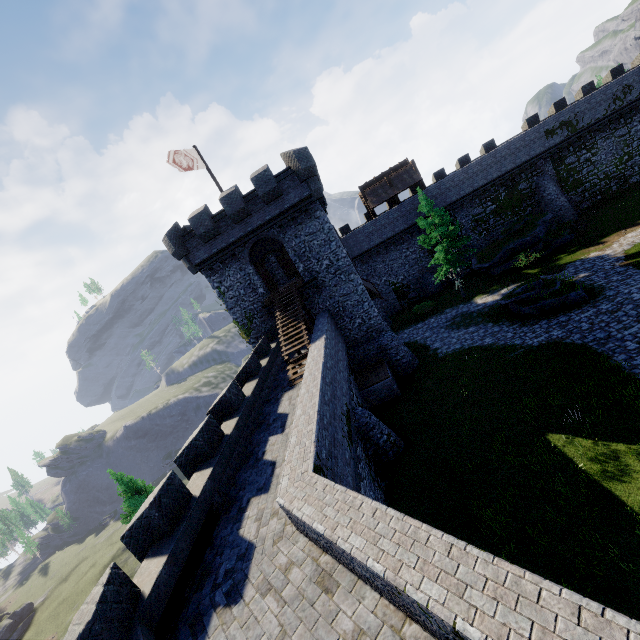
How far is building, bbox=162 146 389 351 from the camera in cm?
2103

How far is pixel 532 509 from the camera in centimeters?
1155cm

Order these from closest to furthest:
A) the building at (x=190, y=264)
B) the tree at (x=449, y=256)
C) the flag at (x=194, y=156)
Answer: the flag at (x=194, y=156), the building at (x=190, y=264), the tree at (x=449, y=256)

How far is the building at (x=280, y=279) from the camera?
30.78m

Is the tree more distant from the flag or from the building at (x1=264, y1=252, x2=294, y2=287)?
the flag

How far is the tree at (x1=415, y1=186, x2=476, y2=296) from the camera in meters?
27.0 m

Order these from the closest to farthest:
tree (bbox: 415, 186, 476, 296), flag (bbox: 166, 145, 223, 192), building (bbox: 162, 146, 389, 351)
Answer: flag (bbox: 166, 145, 223, 192)
building (bbox: 162, 146, 389, 351)
tree (bbox: 415, 186, 476, 296)
